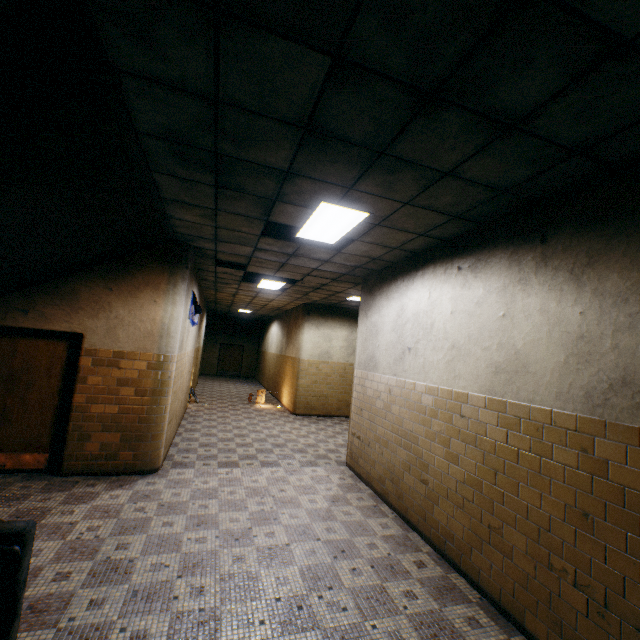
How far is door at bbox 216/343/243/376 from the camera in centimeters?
2194cm

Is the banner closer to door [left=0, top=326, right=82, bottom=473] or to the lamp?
door [left=0, top=326, right=82, bottom=473]

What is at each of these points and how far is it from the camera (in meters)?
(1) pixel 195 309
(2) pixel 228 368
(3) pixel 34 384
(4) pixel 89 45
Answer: (1) banner, 7.96
(2) door, 22.08
(3) door, 5.03
(4) stairs, 1.93

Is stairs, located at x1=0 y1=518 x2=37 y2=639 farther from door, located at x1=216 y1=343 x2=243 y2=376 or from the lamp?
door, located at x1=216 y1=343 x2=243 y2=376

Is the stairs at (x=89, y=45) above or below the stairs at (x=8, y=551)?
above

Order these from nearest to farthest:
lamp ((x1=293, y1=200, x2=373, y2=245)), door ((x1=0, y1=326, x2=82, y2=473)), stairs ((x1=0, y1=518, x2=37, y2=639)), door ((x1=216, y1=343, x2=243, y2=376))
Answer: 1. stairs ((x1=0, y1=518, x2=37, y2=639))
2. lamp ((x1=293, y1=200, x2=373, y2=245))
3. door ((x1=0, y1=326, x2=82, y2=473))
4. door ((x1=216, y1=343, x2=243, y2=376))

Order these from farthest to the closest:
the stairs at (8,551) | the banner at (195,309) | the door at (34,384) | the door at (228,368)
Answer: the door at (228,368), the banner at (195,309), the door at (34,384), the stairs at (8,551)

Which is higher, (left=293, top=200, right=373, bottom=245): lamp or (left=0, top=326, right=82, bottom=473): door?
(left=293, top=200, right=373, bottom=245): lamp
